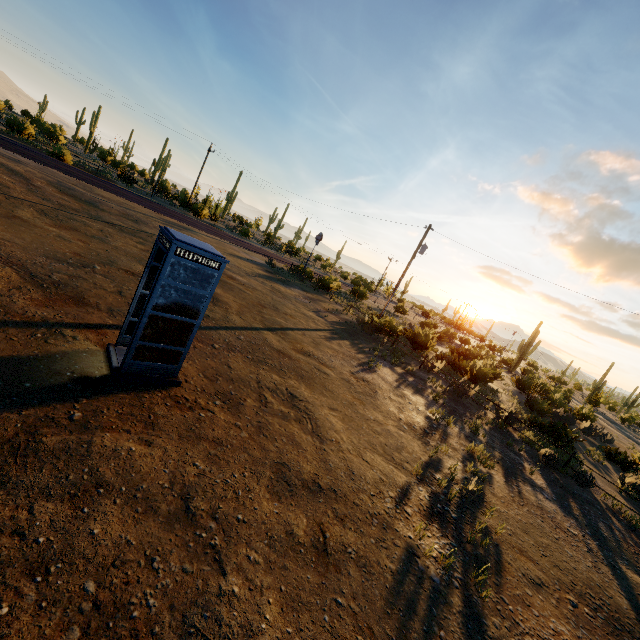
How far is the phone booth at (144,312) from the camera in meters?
5.4

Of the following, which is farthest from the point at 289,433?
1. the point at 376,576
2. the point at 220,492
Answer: the point at 376,576

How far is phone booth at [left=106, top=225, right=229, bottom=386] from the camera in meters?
5.4 m
